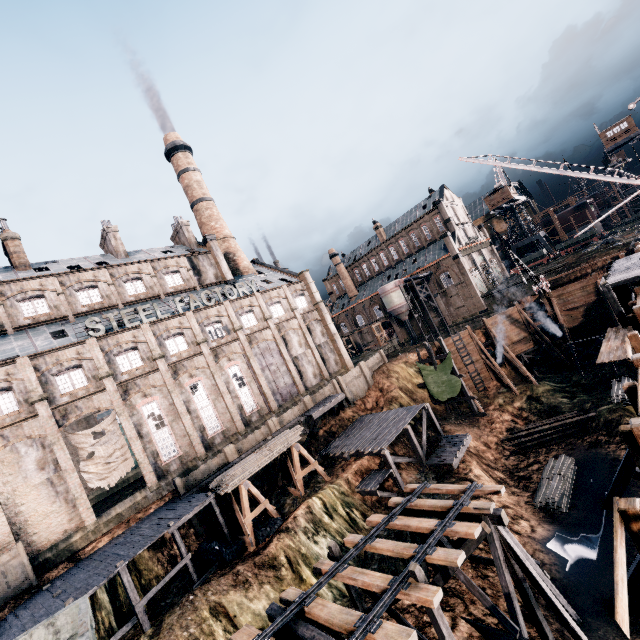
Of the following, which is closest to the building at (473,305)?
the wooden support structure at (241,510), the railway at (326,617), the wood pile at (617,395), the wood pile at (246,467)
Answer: the wooden support structure at (241,510)

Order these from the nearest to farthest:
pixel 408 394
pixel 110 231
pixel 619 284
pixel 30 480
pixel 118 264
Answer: pixel 619 284
pixel 30 480
pixel 118 264
pixel 110 231
pixel 408 394

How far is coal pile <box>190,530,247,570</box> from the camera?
21.34m

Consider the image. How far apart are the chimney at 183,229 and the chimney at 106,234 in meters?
7.6

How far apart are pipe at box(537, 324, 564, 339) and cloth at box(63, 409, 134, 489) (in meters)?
46.79

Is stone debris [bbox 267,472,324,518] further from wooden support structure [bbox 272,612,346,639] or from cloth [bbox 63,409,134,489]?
cloth [bbox 63,409,134,489]

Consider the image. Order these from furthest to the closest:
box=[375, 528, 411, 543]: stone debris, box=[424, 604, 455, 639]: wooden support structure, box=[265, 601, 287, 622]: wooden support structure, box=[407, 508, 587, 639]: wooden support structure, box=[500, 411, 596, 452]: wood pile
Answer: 1. box=[500, 411, 596, 452]: wood pile
2. box=[375, 528, 411, 543]: stone debris
3. box=[407, 508, 587, 639]: wooden support structure
4. box=[265, 601, 287, 622]: wooden support structure
5. box=[424, 604, 455, 639]: wooden support structure

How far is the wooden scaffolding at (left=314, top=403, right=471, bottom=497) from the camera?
25.5m
